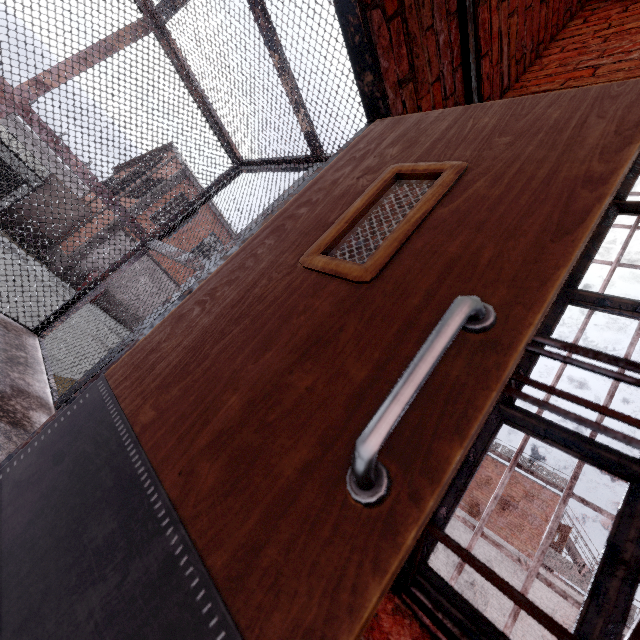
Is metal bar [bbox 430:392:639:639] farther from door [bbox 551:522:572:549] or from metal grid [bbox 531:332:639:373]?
door [bbox 551:522:572:549]

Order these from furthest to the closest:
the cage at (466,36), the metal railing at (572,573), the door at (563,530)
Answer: the door at (563,530) → the metal railing at (572,573) → the cage at (466,36)

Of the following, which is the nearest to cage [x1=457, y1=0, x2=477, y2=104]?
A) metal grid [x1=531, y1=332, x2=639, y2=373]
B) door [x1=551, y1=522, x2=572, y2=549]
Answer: metal grid [x1=531, y1=332, x2=639, y2=373]

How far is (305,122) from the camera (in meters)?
2.84

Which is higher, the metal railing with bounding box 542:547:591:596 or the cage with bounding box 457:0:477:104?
the metal railing with bounding box 542:547:591:596

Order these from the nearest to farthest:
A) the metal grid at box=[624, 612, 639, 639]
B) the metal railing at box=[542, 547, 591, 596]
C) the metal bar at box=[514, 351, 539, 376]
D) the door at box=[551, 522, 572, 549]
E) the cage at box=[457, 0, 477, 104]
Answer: the metal grid at box=[624, 612, 639, 639], the metal bar at box=[514, 351, 539, 376], the cage at box=[457, 0, 477, 104], the metal railing at box=[542, 547, 591, 596], the door at box=[551, 522, 572, 549]

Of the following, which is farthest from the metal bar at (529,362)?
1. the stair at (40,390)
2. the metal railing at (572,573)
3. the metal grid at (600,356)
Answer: the metal railing at (572,573)

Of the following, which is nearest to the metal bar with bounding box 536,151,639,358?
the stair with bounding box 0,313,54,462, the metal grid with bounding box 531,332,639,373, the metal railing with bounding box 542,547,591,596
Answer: the metal grid with bounding box 531,332,639,373
